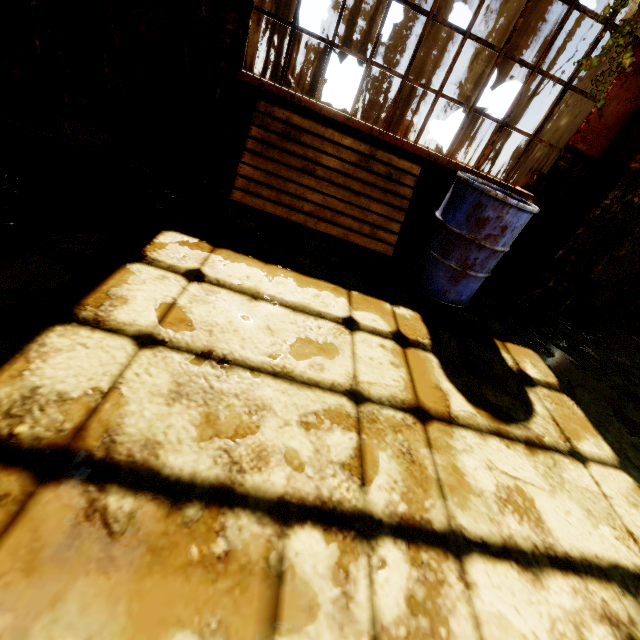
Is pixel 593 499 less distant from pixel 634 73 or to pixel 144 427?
pixel 144 427

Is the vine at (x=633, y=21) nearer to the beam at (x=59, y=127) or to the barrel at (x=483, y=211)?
the barrel at (x=483, y=211)

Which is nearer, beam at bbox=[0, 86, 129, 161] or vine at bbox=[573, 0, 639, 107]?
vine at bbox=[573, 0, 639, 107]

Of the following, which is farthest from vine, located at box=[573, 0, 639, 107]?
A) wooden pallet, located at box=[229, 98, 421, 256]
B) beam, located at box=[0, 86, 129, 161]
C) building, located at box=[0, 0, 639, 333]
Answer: beam, located at box=[0, 86, 129, 161]

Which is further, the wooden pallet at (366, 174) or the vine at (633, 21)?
the wooden pallet at (366, 174)

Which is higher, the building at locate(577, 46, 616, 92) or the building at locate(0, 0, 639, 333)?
the building at locate(577, 46, 616, 92)

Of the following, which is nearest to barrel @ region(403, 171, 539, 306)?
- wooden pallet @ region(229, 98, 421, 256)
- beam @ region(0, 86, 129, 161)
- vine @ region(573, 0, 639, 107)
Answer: wooden pallet @ region(229, 98, 421, 256)

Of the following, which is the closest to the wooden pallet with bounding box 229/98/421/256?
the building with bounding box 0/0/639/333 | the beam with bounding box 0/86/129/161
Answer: the building with bounding box 0/0/639/333
